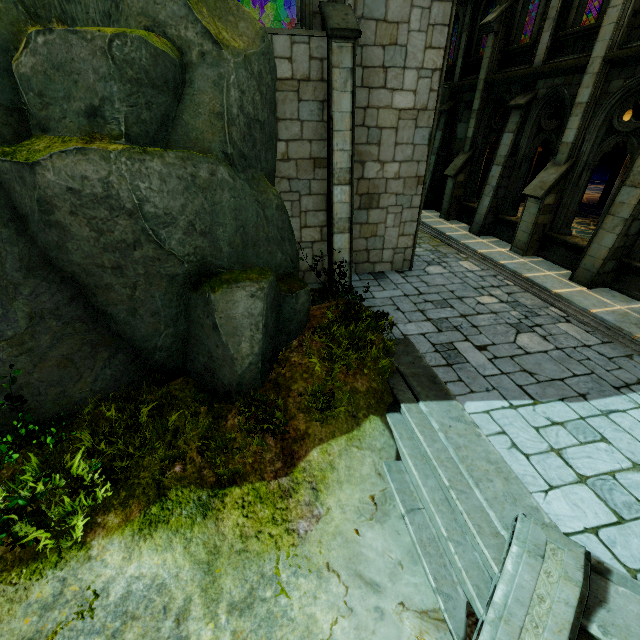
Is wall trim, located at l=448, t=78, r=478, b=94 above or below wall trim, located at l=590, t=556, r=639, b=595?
above

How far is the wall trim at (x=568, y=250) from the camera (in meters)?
9.85

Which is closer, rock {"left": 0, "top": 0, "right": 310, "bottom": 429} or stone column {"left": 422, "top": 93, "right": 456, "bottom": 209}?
rock {"left": 0, "top": 0, "right": 310, "bottom": 429}

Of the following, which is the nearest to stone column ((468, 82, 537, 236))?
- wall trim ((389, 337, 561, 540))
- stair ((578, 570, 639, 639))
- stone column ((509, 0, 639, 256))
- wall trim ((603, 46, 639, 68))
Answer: stone column ((509, 0, 639, 256))

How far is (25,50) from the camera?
4.2 meters

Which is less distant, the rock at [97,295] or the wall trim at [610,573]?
the wall trim at [610,573]

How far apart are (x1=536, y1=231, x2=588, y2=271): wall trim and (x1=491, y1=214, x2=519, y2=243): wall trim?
0.5m

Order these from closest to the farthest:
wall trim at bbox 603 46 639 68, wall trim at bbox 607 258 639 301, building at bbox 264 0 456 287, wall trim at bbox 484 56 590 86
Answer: building at bbox 264 0 456 287 → wall trim at bbox 603 46 639 68 → wall trim at bbox 607 258 639 301 → wall trim at bbox 484 56 590 86
